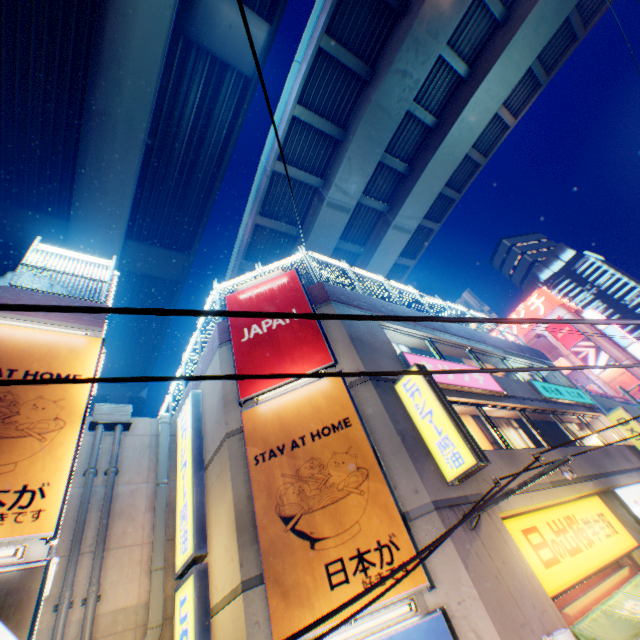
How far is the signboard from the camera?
48.6 meters

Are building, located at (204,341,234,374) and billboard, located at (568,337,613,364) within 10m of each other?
no

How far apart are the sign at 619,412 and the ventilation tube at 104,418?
20.8 meters

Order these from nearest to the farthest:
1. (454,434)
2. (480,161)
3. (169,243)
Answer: (454,434) → (169,243) → (480,161)

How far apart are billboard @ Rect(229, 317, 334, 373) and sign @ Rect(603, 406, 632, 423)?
16.1 meters

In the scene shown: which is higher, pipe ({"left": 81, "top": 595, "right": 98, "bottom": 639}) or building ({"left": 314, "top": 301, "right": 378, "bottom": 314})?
building ({"left": 314, "top": 301, "right": 378, "bottom": 314})

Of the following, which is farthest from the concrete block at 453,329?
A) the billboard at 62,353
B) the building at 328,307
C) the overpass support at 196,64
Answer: the overpass support at 196,64

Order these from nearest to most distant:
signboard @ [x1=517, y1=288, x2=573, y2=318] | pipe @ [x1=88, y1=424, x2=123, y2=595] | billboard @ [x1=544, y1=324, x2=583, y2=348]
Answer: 1. pipe @ [x1=88, y1=424, x2=123, y2=595]
2. billboard @ [x1=544, y1=324, x2=583, y2=348]
3. signboard @ [x1=517, y1=288, x2=573, y2=318]
